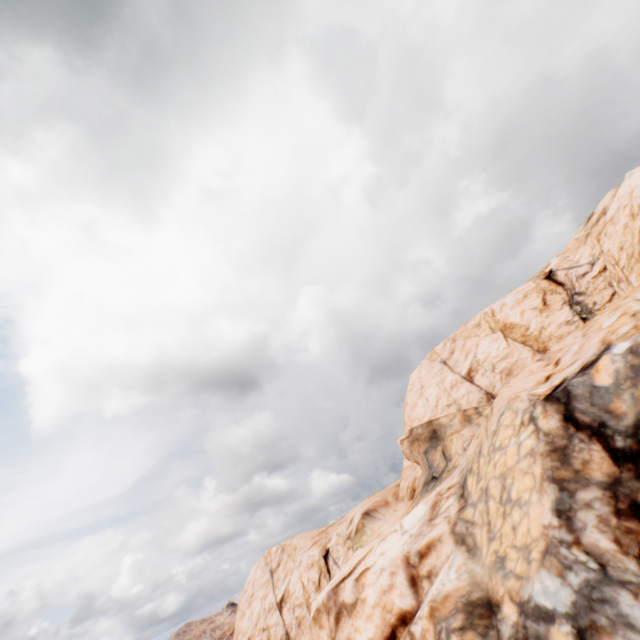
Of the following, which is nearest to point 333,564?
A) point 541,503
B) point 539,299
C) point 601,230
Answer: point 541,503
